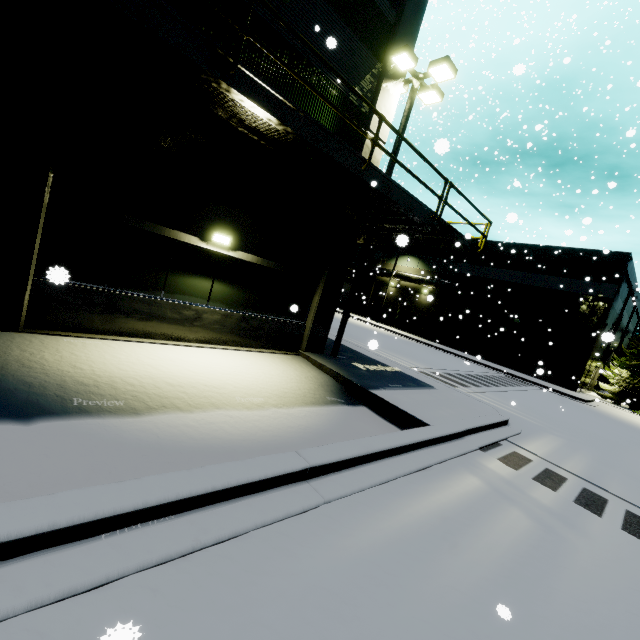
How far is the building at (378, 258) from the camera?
38.7 meters

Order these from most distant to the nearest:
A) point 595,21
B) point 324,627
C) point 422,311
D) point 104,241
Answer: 1. point 422,311
2. point 595,21
3. point 104,241
4. point 324,627

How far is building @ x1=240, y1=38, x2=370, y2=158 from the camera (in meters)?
7.56

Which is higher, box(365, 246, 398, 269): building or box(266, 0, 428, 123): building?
box(266, 0, 428, 123): building

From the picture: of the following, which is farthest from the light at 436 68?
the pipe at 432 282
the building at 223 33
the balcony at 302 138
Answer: the pipe at 432 282

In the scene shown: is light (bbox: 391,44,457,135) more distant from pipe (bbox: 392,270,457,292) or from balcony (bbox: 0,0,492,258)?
pipe (bbox: 392,270,457,292)

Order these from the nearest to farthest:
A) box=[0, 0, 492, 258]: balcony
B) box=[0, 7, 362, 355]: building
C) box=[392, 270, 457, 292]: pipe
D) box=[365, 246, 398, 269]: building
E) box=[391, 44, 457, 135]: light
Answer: box=[0, 0, 492, 258]: balcony, box=[0, 7, 362, 355]: building, box=[391, 44, 457, 135]: light, box=[392, 270, 457, 292]: pipe, box=[365, 246, 398, 269]: building

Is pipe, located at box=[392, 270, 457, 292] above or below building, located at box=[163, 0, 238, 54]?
below
